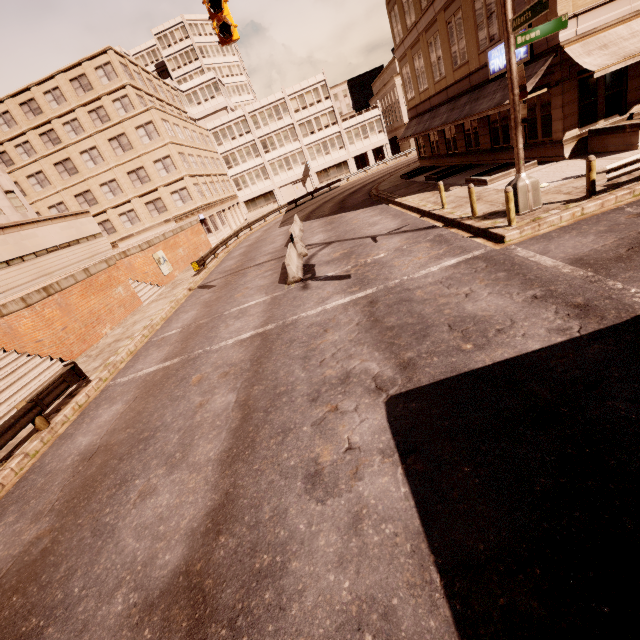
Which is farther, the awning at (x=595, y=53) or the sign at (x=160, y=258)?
the sign at (x=160, y=258)

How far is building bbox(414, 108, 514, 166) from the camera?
19.0m

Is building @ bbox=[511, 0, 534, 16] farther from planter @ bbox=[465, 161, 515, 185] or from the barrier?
the barrier

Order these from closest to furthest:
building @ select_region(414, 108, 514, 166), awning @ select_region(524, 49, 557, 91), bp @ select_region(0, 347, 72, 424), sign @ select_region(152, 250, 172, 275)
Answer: bp @ select_region(0, 347, 72, 424), awning @ select_region(524, 49, 557, 91), building @ select_region(414, 108, 514, 166), sign @ select_region(152, 250, 172, 275)

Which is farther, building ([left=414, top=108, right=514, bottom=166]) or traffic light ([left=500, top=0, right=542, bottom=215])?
building ([left=414, top=108, right=514, bottom=166])

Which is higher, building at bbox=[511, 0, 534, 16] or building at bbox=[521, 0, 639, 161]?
building at bbox=[511, 0, 534, 16]

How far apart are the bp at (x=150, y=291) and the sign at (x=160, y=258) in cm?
83

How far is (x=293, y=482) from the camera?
4.9 meters
